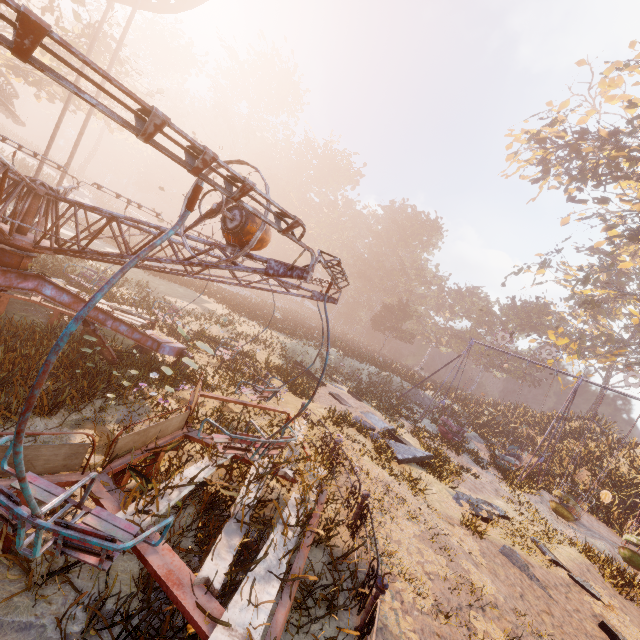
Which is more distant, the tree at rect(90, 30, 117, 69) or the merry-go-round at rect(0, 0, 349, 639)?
the tree at rect(90, 30, 117, 69)

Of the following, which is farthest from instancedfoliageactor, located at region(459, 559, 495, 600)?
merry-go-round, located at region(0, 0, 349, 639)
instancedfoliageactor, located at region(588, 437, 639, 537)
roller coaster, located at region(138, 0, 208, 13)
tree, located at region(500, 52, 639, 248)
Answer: tree, located at region(500, 52, 639, 248)

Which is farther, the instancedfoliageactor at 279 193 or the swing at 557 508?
the instancedfoliageactor at 279 193

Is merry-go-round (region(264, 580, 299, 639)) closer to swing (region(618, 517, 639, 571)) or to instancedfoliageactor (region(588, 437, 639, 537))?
swing (region(618, 517, 639, 571))

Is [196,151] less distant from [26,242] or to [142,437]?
[142,437]

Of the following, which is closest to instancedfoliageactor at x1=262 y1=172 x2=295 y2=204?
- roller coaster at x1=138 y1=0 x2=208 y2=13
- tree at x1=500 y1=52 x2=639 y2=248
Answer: roller coaster at x1=138 y1=0 x2=208 y2=13

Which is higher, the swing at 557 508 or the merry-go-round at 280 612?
the merry-go-round at 280 612

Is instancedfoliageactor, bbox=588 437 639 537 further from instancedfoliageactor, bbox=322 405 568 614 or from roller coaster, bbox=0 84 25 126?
roller coaster, bbox=0 84 25 126
